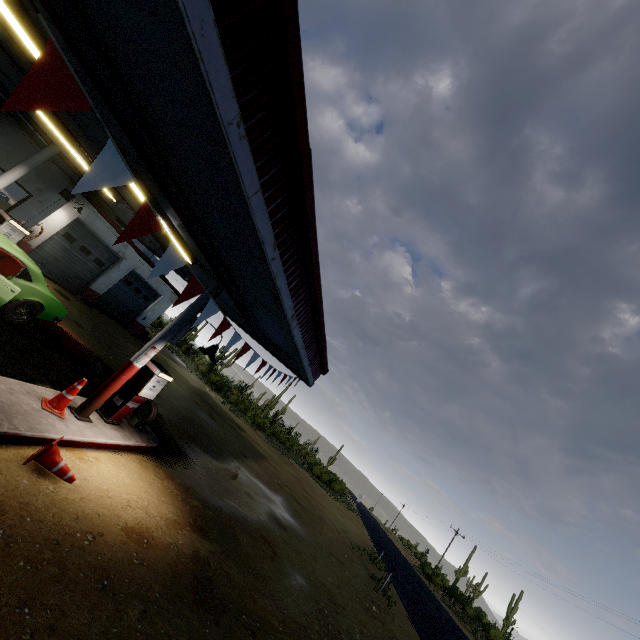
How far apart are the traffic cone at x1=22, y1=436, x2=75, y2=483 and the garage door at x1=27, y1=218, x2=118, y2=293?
14.70m

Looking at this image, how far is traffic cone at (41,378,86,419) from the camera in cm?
570

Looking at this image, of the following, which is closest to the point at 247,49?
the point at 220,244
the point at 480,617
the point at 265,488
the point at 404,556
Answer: the point at 220,244

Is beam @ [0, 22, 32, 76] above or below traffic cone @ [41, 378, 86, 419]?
above

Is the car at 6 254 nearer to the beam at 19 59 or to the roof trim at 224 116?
the beam at 19 59

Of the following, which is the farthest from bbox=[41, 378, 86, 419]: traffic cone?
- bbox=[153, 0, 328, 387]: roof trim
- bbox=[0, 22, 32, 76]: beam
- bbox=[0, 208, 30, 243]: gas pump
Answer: bbox=[0, 208, 30, 243]: gas pump

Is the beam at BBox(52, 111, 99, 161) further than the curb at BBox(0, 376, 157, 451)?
Yes

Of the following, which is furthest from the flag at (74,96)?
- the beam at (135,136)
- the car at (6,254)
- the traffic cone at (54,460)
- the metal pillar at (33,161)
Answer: the metal pillar at (33,161)
